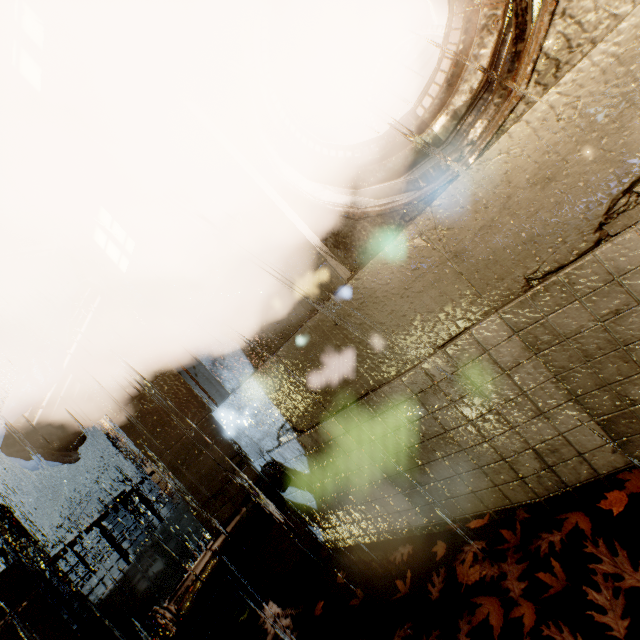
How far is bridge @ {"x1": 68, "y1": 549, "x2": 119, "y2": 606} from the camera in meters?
8.6

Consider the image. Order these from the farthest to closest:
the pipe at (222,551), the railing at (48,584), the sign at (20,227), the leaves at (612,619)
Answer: the railing at (48,584), the sign at (20,227), the pipe at (222,551), the leaves at (612,619)

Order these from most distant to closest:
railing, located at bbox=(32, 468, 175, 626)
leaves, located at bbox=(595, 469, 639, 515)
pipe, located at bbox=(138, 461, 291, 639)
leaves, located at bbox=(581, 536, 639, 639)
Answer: railing, located at bbox=(32, 468, 175, 626)
pipe, located at bbox=(138, 461, 291, 639)
leaves, located at bbox=(595, 469, 639, 515)
leaves, located at bbox=(581, 536, 639, 639)

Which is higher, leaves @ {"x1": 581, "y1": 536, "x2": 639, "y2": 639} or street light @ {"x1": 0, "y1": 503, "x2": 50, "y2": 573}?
street light @ {"x1": 0, "y1": 503, "x2": 50, "y2": 573}

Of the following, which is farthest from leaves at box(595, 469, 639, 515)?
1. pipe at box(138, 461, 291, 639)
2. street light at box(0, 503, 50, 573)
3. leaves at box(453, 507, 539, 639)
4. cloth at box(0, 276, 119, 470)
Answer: street light at box(0, 503, 50, 573)

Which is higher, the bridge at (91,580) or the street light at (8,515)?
the street light at (8,515)

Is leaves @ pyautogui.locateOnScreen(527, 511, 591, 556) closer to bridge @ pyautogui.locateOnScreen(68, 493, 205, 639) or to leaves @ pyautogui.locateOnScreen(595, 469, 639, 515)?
leaves @ pyautogui.locateOnScreen(595, 469, 639, 515)

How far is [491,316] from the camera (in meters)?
2.91
